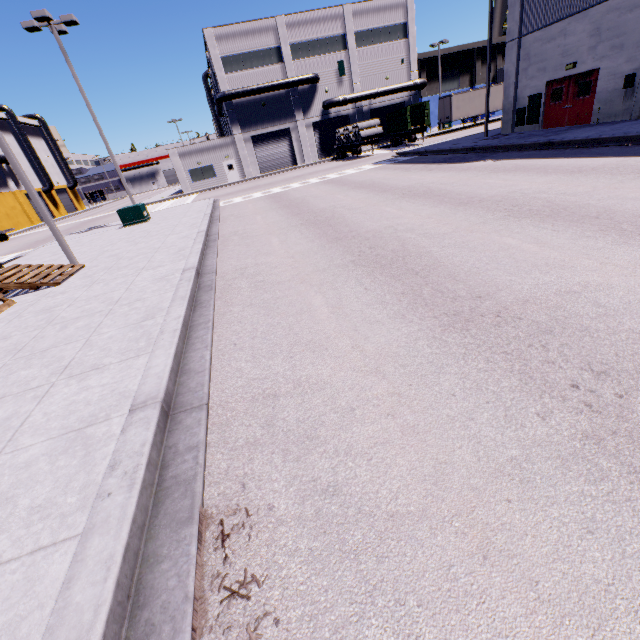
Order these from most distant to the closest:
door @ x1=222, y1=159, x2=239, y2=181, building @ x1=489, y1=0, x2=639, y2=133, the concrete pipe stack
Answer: door @ x1=222, y1=159, x2=239, y2=181, the concrete pipe stack, building @ x1=489, y1=0, x2=639, y2=133

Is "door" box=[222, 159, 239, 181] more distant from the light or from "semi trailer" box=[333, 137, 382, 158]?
the light

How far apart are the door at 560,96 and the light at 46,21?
25.17m

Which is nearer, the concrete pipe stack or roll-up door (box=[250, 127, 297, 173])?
the concrete pipe stack

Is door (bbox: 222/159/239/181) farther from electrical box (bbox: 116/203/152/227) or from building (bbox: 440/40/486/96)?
electrical box (bbox: 116/203/152/227)

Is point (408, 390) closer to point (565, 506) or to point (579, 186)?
point (565, 506)

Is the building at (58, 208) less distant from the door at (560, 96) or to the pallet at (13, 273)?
the door at (560, 96)

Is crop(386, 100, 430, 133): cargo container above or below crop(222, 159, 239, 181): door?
above
